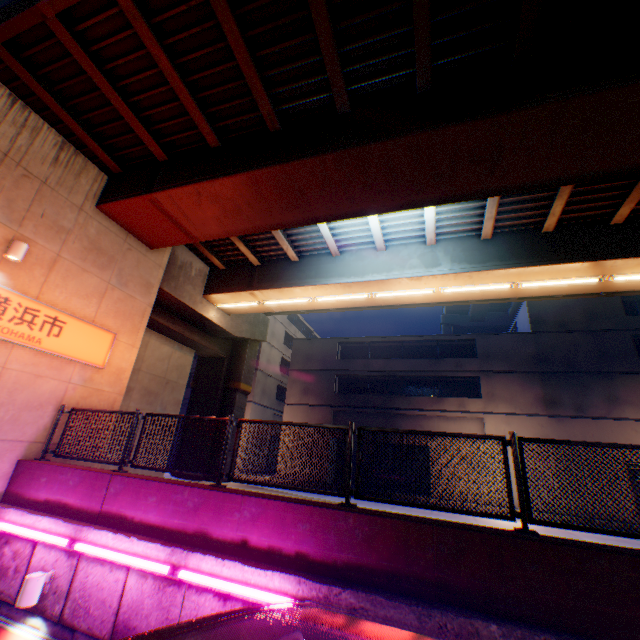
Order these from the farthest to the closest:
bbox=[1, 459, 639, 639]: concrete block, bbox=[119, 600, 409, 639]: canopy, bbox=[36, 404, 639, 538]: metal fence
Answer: bbox=[36, 404, 639, 538]: metal fence, bbox=[1, 459, 639, 639]: concrete block, bbox=[119, 600, 409, 639]: canopy

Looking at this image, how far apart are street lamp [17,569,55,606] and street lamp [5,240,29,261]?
6.3m

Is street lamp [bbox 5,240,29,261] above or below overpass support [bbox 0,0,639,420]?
below

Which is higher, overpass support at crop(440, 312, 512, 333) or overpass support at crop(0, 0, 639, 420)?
overpass support at crop(440, 312, 512, 333)

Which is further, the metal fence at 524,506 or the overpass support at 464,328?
the overpass support at 464,328

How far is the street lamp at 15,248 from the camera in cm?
710

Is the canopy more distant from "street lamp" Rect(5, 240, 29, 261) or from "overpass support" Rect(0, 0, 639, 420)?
"street lamp" Rect(5, 240, 29, 261)

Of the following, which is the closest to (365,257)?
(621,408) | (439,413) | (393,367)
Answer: (393,367)
